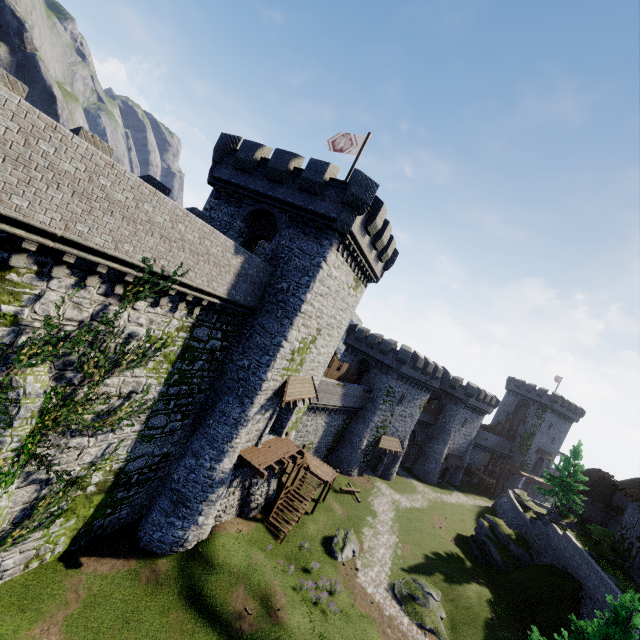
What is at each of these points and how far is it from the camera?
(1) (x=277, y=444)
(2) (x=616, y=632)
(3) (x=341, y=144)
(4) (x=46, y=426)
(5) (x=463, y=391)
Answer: (1) wooden platform, 22.3 meters
(2) instancedfoliageactor, 10.0 meters
(3) flag, 21.0 meters
(4) ivy, 10.9 meters
(5) building, 52.0 meters

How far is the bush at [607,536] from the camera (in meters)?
33.28

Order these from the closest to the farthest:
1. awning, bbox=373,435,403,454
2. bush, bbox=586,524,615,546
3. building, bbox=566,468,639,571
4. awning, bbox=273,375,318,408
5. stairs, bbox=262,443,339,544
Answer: awning, bbox=273,375,318,408 → stairs, bbox=262,443,339,544 → building, bbox=566,468,639,571 → bush, bbox=586,524,615,546 → awning, bbox=373,435,403,454

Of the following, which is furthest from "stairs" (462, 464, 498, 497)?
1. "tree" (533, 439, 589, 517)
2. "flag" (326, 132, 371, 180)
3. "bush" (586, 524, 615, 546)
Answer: "flag" (326, 132, 371, 180)

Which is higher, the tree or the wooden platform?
the tree

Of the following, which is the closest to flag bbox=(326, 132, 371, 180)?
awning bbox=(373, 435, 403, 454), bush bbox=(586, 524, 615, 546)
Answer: awning bbox=(373, 435, 403, 454)

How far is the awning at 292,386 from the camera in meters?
19.7

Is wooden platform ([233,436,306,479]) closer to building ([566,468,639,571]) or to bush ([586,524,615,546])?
building ([566,468,639,571])
